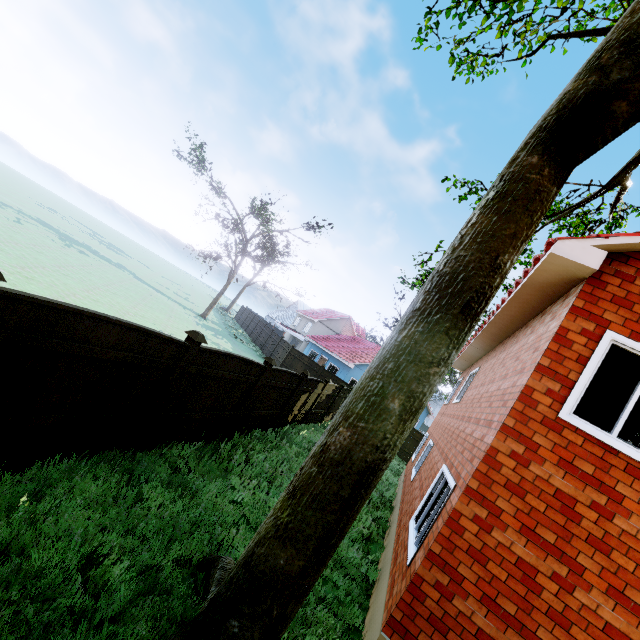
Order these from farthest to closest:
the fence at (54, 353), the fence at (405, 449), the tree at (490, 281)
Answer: the fence at (405, 449) → the fence at (54, 353) → the tree at (490, 281)

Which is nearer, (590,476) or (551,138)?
(551,138)

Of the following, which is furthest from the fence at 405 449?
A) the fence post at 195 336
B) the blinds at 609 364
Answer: the blinds at 609 364

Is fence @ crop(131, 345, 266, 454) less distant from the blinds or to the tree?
the tree

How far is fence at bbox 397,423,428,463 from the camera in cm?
2125

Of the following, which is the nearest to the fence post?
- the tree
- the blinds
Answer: the blinds

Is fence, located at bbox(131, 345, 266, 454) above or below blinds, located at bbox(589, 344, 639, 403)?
below
